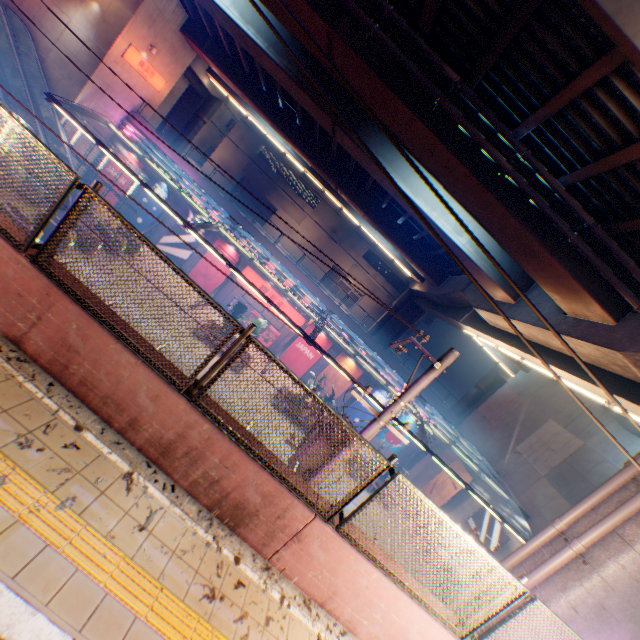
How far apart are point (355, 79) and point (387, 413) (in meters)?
9.52

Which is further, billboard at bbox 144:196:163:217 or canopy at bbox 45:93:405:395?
billboard at bbox 144:196:163:217

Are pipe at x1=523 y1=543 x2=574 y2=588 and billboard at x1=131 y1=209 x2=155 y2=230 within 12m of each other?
no

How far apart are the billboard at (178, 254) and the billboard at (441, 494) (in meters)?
26.20

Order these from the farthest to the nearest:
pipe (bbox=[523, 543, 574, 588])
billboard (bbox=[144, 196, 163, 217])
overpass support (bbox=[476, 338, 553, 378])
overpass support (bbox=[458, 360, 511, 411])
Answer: overpass support (bbox=[458, 360, 511, 411]) < billboard (bbox=[144, 196, 163, 217]) < overpass support (bbox=[476, 338, 553, 378]) < pipe (bbox=[523, 543, 574, 588])

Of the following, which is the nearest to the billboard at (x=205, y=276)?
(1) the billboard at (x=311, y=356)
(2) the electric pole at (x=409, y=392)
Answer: (1) the billboard at (x=311, y=356)

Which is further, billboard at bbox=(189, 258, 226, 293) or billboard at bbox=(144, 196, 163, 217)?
billboard at bbox=(189, 258, 226, 293)

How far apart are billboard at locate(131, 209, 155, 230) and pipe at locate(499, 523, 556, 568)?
28.8 meters
